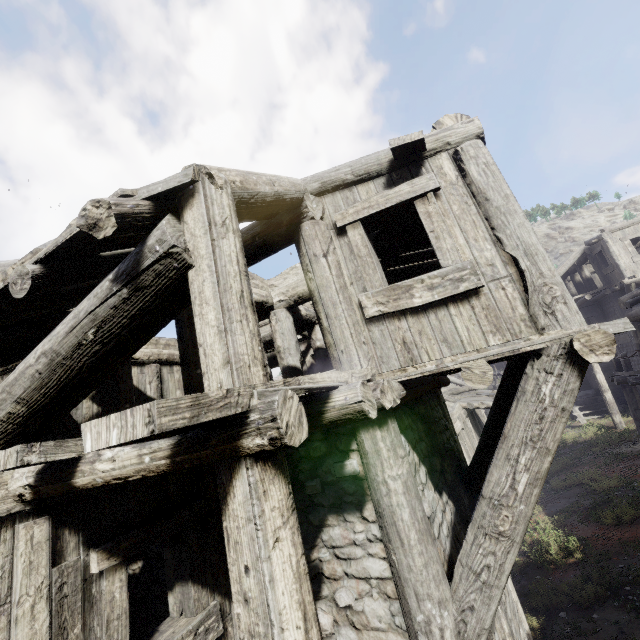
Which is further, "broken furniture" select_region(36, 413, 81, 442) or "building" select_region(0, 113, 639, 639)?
"broken furniture" select_region(36, 413, 81, 442)

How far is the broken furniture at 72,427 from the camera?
5.2m

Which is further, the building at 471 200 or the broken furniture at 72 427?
the broken furniture at 72 427

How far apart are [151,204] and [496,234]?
3.3 meters

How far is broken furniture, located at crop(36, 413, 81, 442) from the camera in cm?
518
